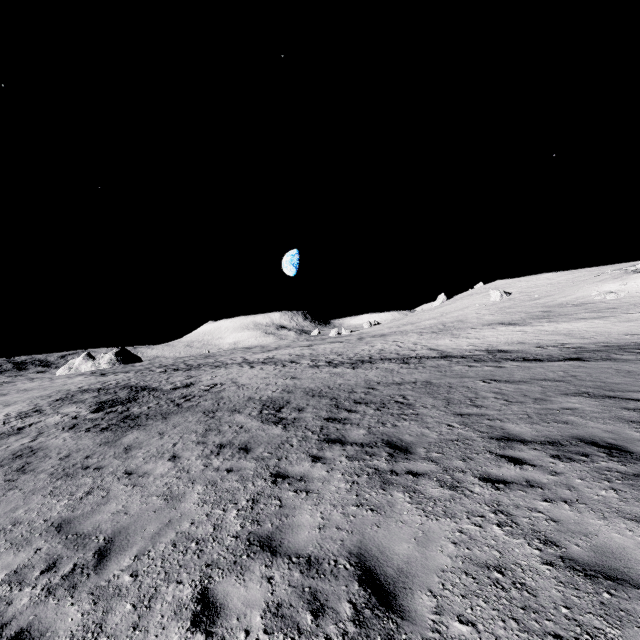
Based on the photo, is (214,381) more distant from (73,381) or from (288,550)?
(73,381)
